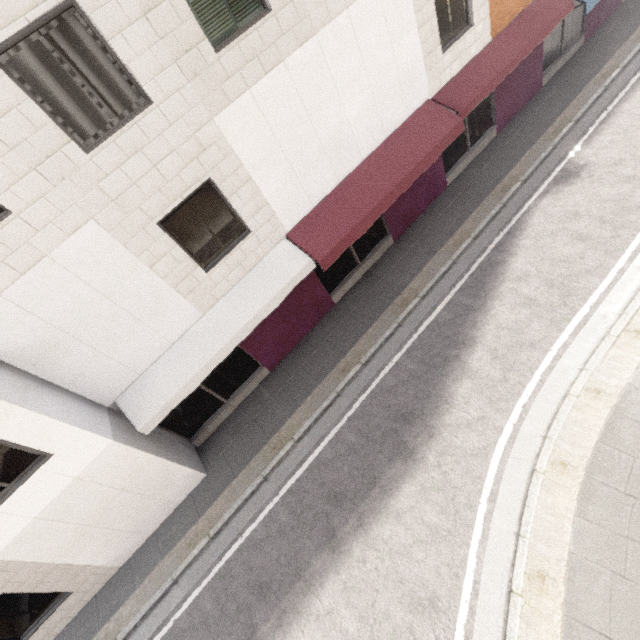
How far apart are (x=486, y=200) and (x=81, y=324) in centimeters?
1148cm
